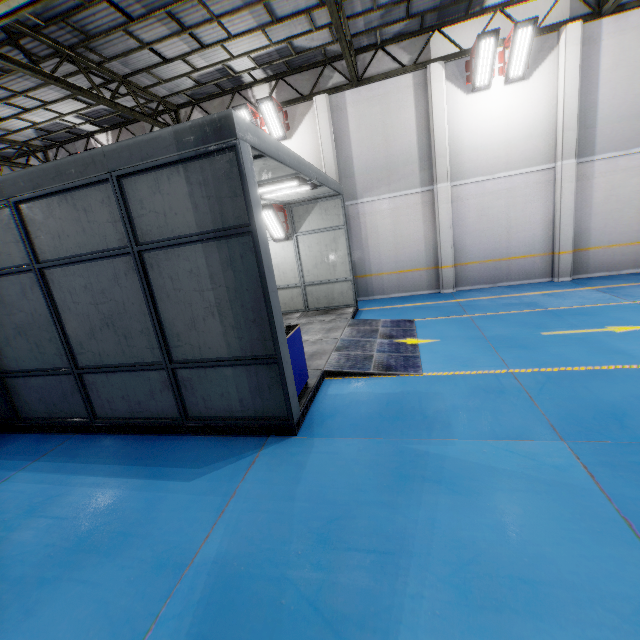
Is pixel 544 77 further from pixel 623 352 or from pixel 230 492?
pixel 230 492

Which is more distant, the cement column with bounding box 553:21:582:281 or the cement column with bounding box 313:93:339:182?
the cement column with bounding box 313:93:339:182

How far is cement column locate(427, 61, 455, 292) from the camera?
11.1m

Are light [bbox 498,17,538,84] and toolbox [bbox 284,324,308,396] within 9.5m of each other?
no

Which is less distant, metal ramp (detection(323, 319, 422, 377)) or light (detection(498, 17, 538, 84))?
metal ramp (detection(323, 319, 422, 377))

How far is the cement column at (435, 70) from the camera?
11.05m

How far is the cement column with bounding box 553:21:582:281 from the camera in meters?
10.0

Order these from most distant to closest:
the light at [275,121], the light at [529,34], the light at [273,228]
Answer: the light at [275,121], the light at [273,228], the light at [529,34]
